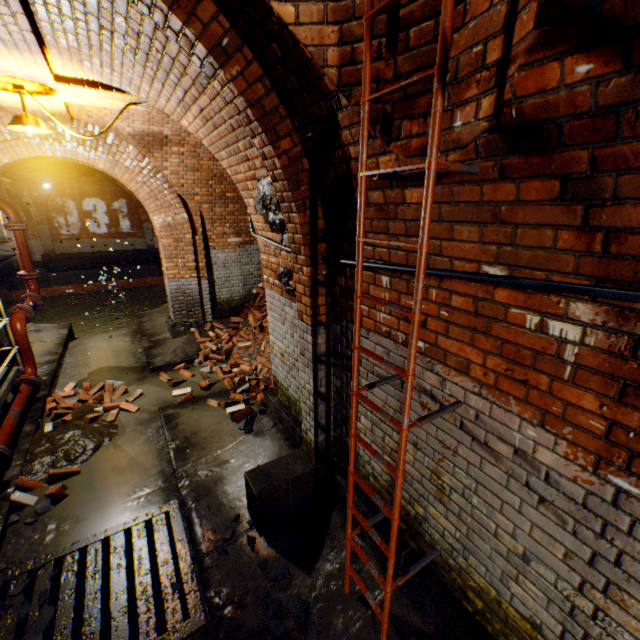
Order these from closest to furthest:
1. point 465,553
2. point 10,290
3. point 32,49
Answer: point 465,553, point 32,49, point 10,290

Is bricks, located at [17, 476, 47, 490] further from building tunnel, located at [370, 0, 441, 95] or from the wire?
the wire

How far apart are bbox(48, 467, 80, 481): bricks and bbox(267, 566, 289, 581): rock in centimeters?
280cm

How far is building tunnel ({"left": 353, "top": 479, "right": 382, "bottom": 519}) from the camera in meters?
2.9 m

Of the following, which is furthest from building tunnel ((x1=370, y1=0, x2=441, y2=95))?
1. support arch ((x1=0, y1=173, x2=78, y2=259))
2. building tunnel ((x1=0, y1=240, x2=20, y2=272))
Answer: building tunnel ((x1=0, y1=240, x2=20, y2=272))

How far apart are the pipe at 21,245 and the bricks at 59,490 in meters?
5.1

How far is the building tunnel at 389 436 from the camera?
2.5 meters

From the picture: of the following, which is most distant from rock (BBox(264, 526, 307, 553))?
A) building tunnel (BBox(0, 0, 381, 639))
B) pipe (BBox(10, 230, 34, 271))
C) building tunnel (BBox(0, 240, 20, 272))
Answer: building tunnel (BBox(0, 240, 20, 272))
